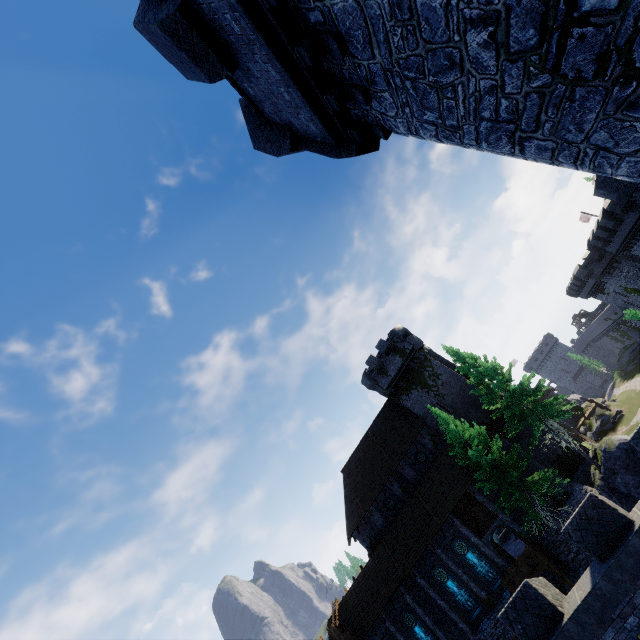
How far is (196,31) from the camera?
5.94m

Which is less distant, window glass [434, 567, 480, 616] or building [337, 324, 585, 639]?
window glass [434, 567, 480, 616]

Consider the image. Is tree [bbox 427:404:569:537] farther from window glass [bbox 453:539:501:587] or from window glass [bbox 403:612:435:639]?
window glass [bbox 403:612:435:639]

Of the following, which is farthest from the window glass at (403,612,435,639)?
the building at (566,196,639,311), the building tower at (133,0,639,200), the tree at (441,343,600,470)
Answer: the building at (566,196,639,311)

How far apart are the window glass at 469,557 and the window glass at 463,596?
1.5m

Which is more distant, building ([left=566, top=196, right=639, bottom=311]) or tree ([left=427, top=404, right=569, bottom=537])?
building ([left=566, top=196, right=639, bottom=311])

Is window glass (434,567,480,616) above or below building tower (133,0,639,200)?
below

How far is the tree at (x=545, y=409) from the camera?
23.25m
